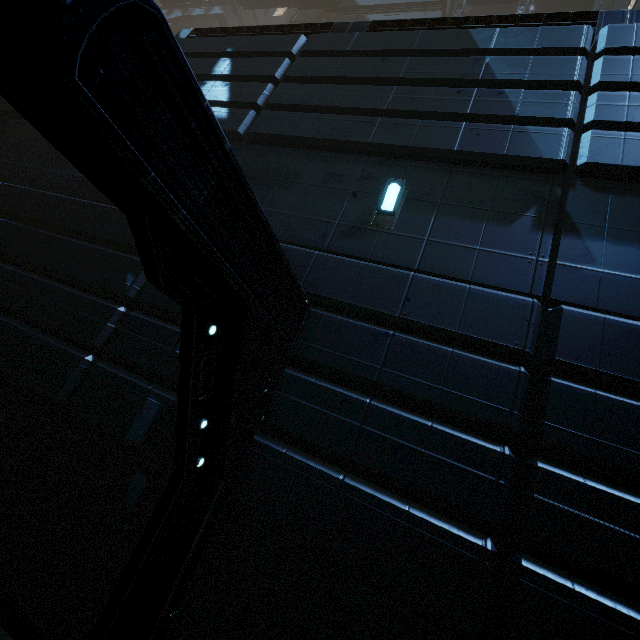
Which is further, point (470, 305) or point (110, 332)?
point (110, 332)

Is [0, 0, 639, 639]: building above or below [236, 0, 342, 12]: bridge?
below

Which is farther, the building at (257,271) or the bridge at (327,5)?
the bridge at (327,5)

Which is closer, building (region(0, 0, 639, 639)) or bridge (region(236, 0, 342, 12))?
building (region(0, 0, 639, 639))

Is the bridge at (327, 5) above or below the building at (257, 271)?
above
